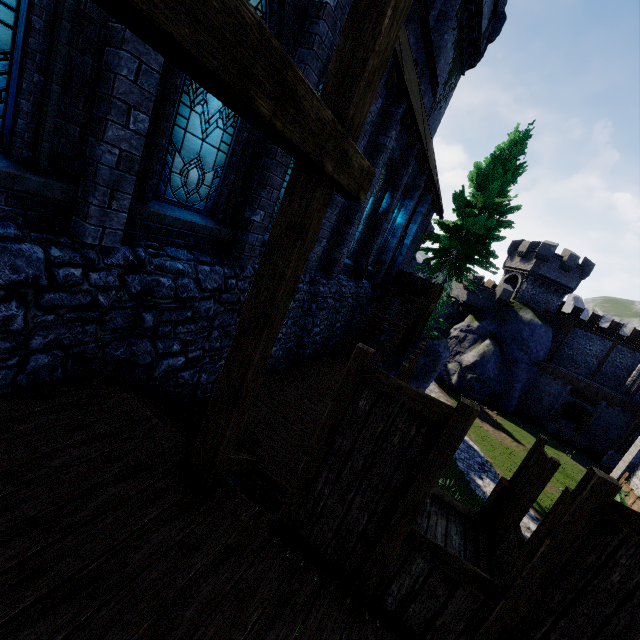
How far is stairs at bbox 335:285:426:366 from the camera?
12.8 meters

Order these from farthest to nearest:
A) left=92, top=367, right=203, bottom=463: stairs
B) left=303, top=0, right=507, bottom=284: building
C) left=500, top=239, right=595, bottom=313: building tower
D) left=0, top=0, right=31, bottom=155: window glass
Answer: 1. left=500, top=239, right=595, bottom=313: building tower
2. left=303, top=0, right=507, bottom=284: building
3. left=92, top=367, right=203, bottom=463: stairs
4. left=0, top=0, right=31, bottom=155: window glass

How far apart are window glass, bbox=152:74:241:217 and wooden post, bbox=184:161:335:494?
3.1m

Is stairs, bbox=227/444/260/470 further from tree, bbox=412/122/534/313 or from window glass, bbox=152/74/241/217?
tree, bbox=412/122/534/313

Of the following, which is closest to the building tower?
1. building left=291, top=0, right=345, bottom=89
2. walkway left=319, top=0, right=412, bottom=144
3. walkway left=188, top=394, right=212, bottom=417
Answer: building left=291, top=0, right=345, bottom=89

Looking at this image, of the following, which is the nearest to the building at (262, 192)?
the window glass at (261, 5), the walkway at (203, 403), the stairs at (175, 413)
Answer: the window glass at (261, 5)

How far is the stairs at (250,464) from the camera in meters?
4.8 m

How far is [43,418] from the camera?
3.54m
